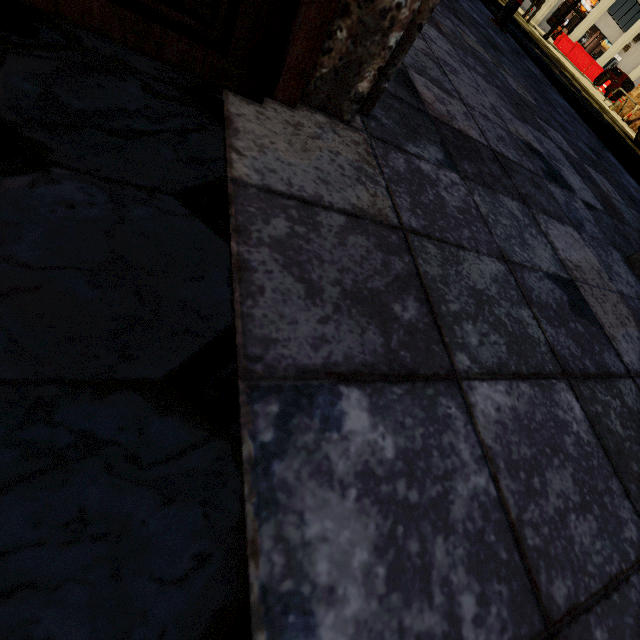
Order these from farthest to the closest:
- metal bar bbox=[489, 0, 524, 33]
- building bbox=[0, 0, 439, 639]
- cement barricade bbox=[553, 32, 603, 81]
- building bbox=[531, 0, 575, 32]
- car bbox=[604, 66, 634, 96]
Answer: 1. building bbox=[531, 0, 575, 32]
2. cement barricade bbox=[553, 32, 603, 81]
3. car bbox=[604, 66, 634, 96]
4. metal bar bbox=[489, 0, 524, 33]
5. building bbox=[0, 0, 439, 639]

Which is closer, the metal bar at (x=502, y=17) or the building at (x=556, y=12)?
the metal bar at (x=502, y=17)

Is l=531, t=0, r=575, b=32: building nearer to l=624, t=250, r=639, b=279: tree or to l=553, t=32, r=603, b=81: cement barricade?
l=553, t=32, r=603, b=81: cement barricade

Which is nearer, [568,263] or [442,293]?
[442,293]

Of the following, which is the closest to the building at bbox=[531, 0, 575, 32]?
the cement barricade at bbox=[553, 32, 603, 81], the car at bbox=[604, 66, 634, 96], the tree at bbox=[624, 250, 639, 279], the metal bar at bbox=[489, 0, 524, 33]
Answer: the cement barricade at bbox=[553, 32, 603, 81]

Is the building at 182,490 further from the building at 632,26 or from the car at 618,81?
the car at 618,81

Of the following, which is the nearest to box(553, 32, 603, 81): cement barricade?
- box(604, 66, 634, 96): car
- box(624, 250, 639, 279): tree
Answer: box(604, 66, 634, 96): car

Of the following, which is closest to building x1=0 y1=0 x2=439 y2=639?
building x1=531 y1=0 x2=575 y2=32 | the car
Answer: building x1=531 y1=0 x2=575 y2=32
